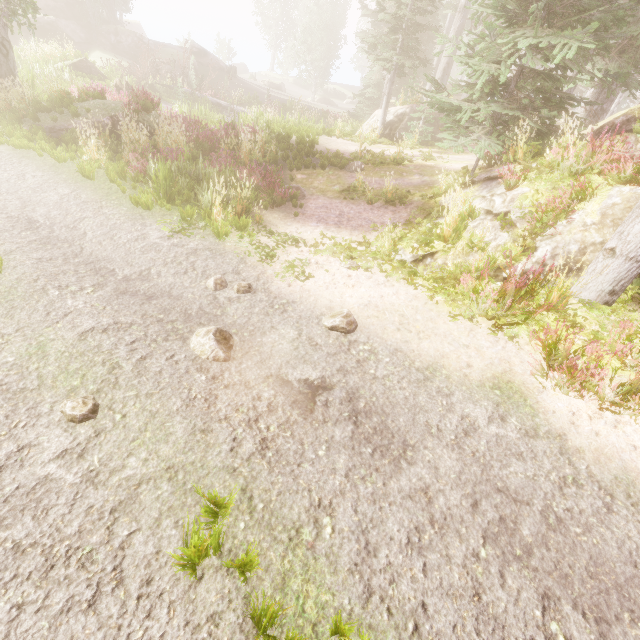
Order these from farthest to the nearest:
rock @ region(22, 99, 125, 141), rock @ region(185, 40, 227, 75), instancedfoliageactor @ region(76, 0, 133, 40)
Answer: rock @ region(185, 40, 227, 75) → instancedfoliageactor @ region(76, 0, 133, 40) → rock @ region(22, 99, 125, 141)

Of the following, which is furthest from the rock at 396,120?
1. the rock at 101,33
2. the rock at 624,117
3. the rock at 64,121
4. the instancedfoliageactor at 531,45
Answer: the rock at 101,33

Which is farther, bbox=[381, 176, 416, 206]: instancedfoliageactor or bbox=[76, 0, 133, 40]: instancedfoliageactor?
bbox=[76, 0, 133, 40]: instancedfoliageactor

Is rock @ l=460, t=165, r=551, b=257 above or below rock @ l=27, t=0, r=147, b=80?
below

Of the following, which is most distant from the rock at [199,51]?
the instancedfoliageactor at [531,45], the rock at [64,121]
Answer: the rock at [64,121]

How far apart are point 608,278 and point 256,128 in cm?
1198

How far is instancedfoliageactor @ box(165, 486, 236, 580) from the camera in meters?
2.4 m

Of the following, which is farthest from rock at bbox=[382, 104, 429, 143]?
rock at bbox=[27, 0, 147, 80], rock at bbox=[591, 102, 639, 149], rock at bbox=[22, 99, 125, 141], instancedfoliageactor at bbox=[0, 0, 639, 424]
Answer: rock at bbox=[27, 0, 147, 80]
